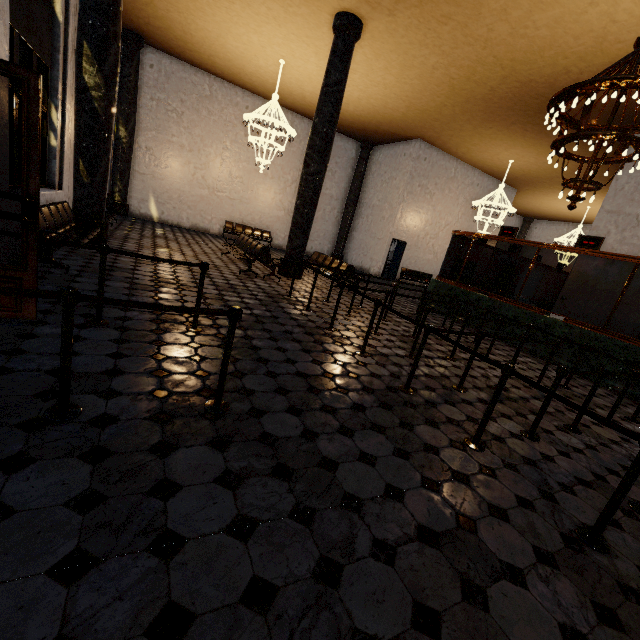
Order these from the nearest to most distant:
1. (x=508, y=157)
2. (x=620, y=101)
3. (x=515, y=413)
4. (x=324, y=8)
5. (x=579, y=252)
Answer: (x=515, y=413)
(x=620, y=101)
(x=579, y=252)
(x=324, y=8)
(x=508, y=157)
